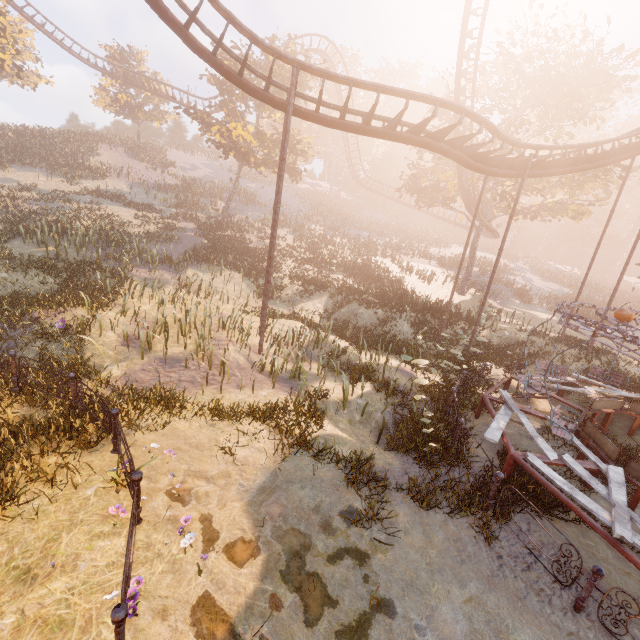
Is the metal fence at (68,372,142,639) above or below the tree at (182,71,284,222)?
below

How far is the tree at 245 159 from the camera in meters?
25.5 m

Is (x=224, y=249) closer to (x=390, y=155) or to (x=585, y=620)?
(x=585, y=620)

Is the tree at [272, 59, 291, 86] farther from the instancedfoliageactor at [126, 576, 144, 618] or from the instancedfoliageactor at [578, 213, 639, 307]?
the instancedfoliageactor at [578, 213, 639, 307]

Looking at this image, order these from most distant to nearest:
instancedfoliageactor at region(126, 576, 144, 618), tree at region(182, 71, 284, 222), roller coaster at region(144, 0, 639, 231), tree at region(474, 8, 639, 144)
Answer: tree at region(182, 71, 284, 222)
tree at region(474, 8, 639, 144)
roller coaster at region(144, 0, 639, 231)
instancedfoliageactor at region(126, 576, 144, 618)

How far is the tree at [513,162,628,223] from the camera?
22.11m

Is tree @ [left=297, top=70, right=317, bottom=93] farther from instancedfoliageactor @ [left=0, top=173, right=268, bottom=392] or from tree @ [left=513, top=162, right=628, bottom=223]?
instancedfoliageactor @ [left=0, top=173, right=268, bottom=392]

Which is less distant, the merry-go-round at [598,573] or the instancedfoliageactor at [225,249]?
the merry-go-round at [598,573]
